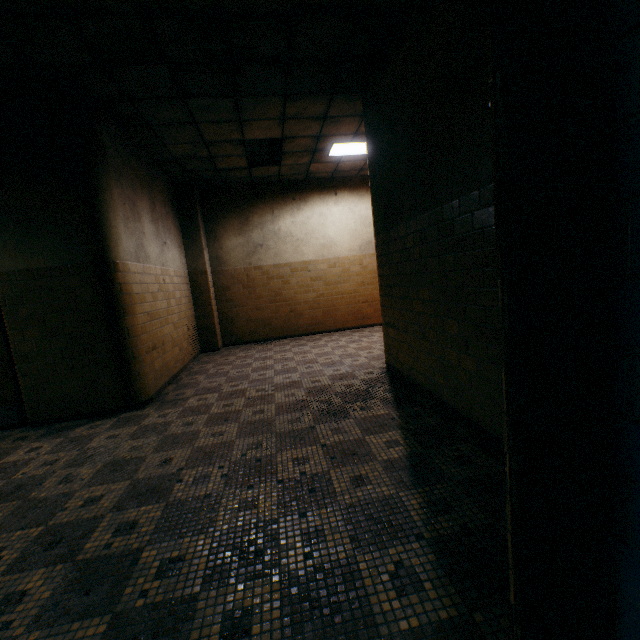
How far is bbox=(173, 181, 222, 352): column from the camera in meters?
7.4 m

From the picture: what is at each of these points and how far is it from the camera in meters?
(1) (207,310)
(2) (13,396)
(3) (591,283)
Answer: (1) column, 7.7 m
(2) door, 4.1 m
(3) door frame, 0.7 m

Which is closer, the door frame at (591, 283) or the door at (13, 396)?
the door frame at (591, 283)

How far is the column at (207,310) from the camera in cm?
738

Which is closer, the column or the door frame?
the door frame

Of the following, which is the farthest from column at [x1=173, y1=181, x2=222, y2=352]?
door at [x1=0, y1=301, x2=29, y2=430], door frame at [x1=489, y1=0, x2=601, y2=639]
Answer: door frame at [x1=489, y1=0, x2=601, y2=639]

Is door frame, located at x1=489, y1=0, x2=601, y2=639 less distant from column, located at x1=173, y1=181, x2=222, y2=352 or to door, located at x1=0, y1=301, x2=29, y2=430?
door, located at x1=0, y1=301, x2=29, y2=430

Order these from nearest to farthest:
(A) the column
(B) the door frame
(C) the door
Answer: (B) the door frame
(C) the door
(A) the column
